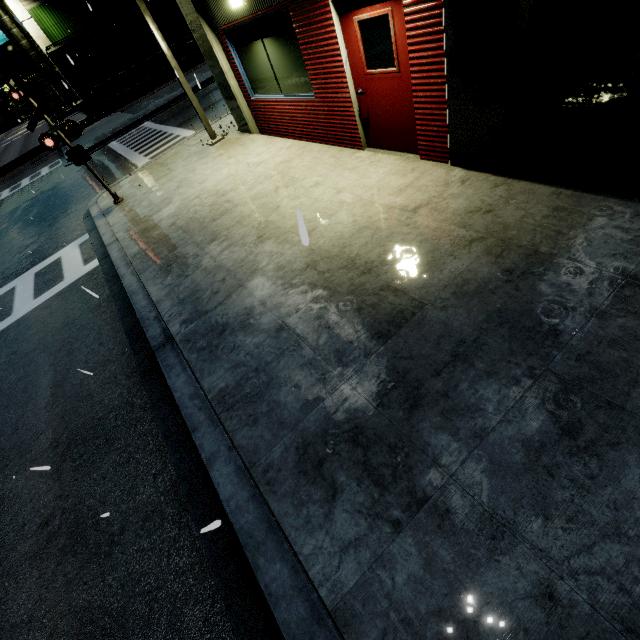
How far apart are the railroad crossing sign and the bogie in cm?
2840

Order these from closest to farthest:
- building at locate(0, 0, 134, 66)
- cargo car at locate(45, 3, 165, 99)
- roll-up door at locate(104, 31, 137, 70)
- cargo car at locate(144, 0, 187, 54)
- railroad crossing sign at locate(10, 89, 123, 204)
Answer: railroad crossing sign at locate(10, 89, 123, 204) < cargo car at locate(45, 3, 165, 99) < building at locate(0, 0, 134, 66) < cargo car at locate(144, 0, 187, 54) < roll-up door at locate(104, 31, 137, 70)

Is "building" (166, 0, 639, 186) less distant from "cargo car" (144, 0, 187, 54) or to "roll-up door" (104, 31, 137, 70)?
"roll-up door" (104, 31, 137, 70)

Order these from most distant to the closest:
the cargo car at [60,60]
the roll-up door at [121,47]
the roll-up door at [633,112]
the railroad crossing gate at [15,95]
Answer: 1. the roll-up door at [121,47]
2. the cargo car at [60,60]
3. the railroad crossing gate at [15,95]
4. the roll-up door at [633,112]

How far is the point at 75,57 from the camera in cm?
2705

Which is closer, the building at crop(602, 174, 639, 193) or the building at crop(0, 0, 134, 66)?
the building at crop(602, 174, 639, 193)

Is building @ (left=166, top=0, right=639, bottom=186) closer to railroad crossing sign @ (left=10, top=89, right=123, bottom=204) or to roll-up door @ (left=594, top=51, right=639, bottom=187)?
roll-up door @ (left=594, top=51, right=639, bottom=187)

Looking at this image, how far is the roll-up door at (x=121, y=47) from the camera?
31.55m
